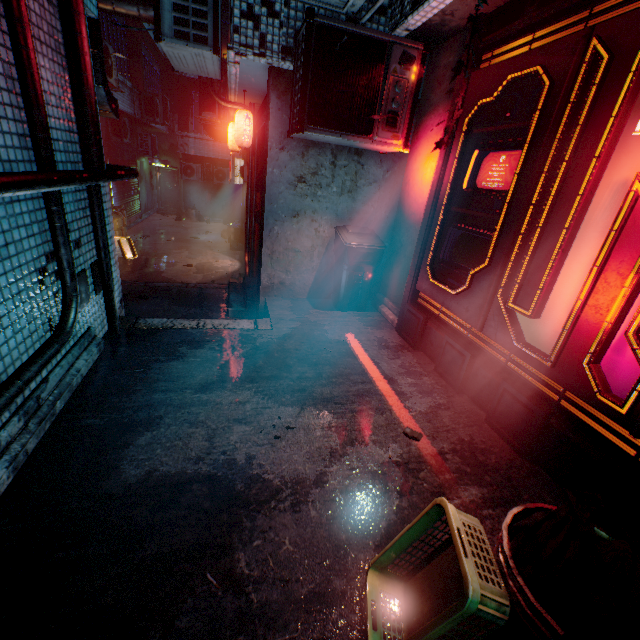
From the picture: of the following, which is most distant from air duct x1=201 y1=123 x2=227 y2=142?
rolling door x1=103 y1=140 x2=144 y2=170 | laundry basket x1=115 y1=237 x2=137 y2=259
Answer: laundry basket x1=115 y1=237 x2=137 y2=259

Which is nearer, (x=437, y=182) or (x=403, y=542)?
(x=403, y=542)

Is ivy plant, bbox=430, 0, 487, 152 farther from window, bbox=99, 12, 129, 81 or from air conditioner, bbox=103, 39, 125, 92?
window, bbox=99, 12, 129, 81

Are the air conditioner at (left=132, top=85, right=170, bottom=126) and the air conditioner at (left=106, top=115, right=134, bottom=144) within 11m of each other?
yes

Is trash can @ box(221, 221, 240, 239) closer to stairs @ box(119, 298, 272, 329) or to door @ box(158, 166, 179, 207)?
door @ box(158, 166, 179, 207)

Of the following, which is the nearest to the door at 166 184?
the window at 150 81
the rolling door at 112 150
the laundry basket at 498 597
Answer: the window at 150 81

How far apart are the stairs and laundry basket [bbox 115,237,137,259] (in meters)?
6.11

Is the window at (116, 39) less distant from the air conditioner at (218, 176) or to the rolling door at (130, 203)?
the rolling door at (130, 203)
